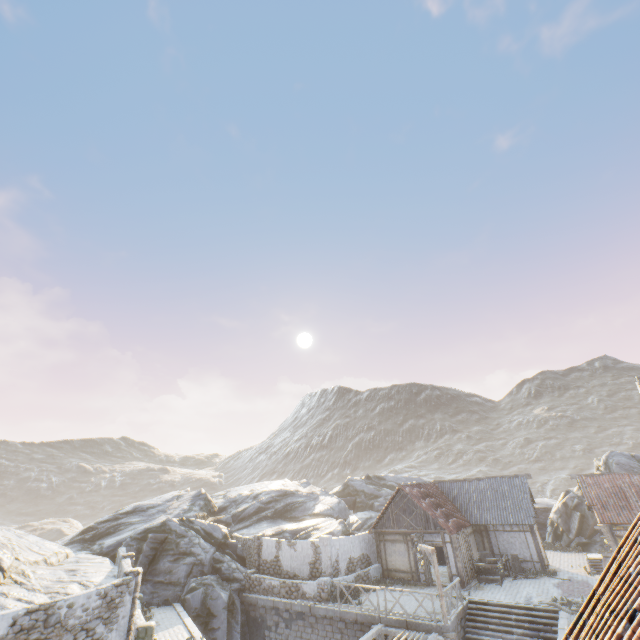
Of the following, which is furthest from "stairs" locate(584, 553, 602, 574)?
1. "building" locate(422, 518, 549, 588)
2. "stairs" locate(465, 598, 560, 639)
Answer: "stairs" locate(465, 598, 560, 639)

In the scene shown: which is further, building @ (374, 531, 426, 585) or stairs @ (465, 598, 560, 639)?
building @ (374, 531, 426, 585)

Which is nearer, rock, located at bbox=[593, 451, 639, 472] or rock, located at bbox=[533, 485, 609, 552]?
rock, located at bbox=[533, 485, 609, 552]

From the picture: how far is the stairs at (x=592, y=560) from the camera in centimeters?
2114cm

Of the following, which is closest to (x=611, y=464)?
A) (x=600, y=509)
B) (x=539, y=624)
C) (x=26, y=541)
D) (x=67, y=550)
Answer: (x=600, y=509)

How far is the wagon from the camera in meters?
20.3 m

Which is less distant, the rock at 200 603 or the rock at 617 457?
the rock at 200 603

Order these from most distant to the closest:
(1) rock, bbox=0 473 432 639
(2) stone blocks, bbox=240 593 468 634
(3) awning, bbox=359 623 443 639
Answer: (1) rock, bbox=0 473 432 639 < (2) stone blocks, bbox=240 593 468 634 < (3) awning, bbox=359 623 443 639
